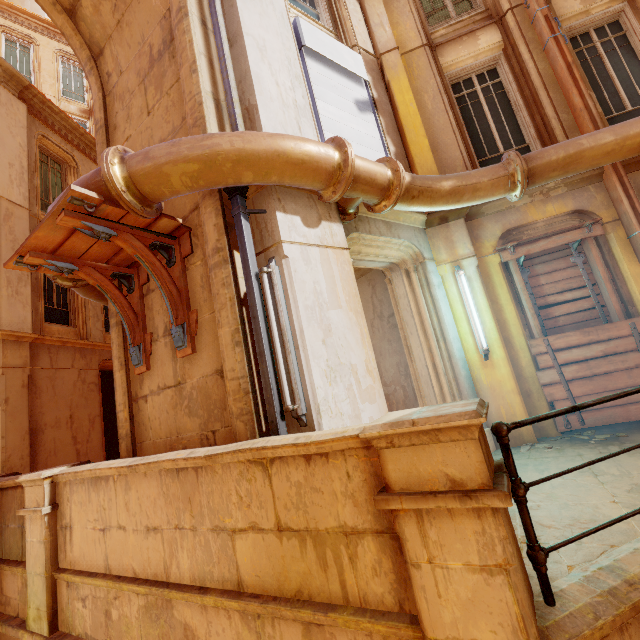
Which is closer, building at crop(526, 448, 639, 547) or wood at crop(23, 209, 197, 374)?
building at crop(526, 448, 639, 547)

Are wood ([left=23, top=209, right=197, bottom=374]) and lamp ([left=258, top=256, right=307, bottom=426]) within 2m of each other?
yes

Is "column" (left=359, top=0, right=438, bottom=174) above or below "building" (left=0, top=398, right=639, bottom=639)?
above

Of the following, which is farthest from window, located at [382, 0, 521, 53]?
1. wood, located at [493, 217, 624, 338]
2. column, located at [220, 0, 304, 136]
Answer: wood, located at [493, 217, 624, 338]

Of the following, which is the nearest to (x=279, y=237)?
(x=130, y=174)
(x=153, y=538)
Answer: (x=130, y=174)

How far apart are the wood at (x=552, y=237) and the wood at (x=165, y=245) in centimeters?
493cm

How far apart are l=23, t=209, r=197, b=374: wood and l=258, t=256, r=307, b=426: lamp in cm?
100

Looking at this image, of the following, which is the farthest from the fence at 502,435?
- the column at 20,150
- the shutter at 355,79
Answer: the column at 20,150
